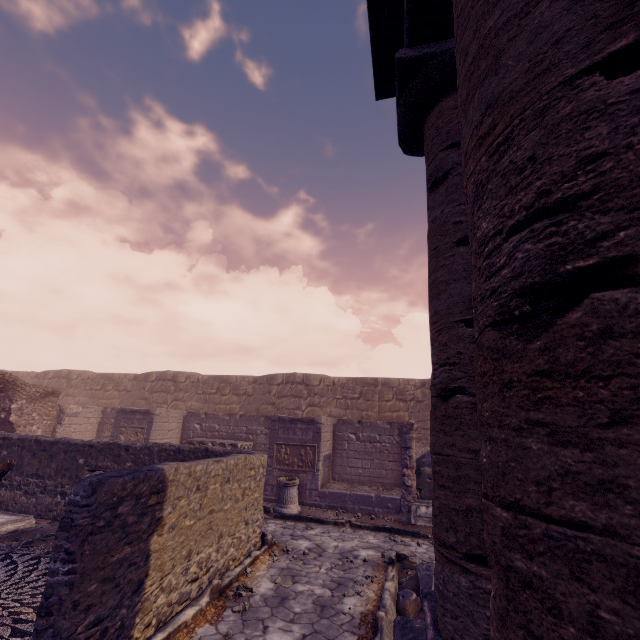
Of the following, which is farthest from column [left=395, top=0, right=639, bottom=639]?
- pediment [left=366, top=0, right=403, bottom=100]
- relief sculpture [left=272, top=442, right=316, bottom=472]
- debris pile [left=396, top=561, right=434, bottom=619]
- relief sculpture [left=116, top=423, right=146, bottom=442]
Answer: relief sculpture [left=116, top=423, right=146, bottom=442]

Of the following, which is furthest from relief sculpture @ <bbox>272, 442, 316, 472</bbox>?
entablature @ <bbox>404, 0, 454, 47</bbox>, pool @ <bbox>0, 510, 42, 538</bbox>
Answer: entablature @ <bbox>404, 0, 454, 47</bbox>

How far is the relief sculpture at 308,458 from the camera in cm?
1088

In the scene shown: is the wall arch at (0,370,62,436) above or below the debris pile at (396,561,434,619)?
above

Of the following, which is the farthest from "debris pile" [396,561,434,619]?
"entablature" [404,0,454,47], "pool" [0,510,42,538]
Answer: "pool" [0,510,42,538]

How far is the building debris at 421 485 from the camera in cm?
931

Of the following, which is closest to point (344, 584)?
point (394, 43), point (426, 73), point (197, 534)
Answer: point (197, 534)

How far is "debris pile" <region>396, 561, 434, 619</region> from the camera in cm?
460
